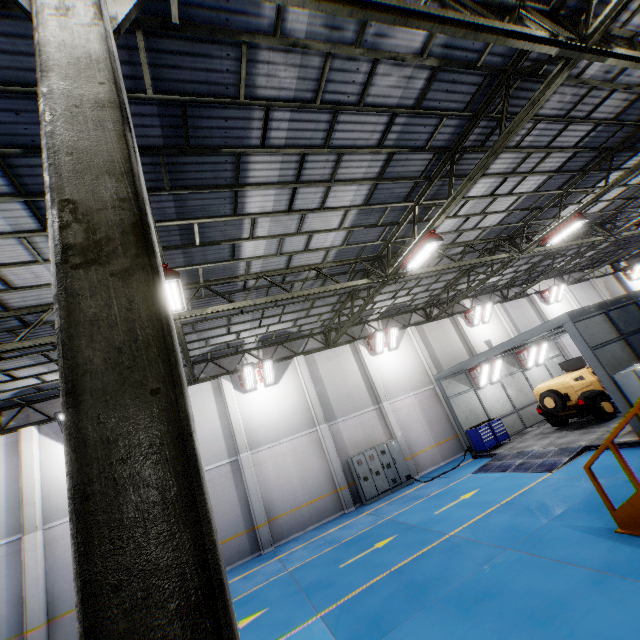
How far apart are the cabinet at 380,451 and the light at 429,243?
9.8 meters

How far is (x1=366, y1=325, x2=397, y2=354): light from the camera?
18.9 meters

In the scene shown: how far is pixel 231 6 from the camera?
4.4m

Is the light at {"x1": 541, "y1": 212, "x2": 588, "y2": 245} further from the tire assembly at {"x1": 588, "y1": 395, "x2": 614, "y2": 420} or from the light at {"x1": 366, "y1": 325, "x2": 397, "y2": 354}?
the light at {"x1": 366, "y1": 325, "x2": 397, "y2": 354}

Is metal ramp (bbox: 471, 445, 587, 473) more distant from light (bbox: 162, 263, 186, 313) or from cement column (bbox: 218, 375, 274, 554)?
light (bbox: 162, 263, 186, 313)

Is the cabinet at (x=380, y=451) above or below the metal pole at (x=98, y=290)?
below

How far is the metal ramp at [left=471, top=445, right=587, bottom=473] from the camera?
11.0m

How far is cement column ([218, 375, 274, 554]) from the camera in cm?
1386
